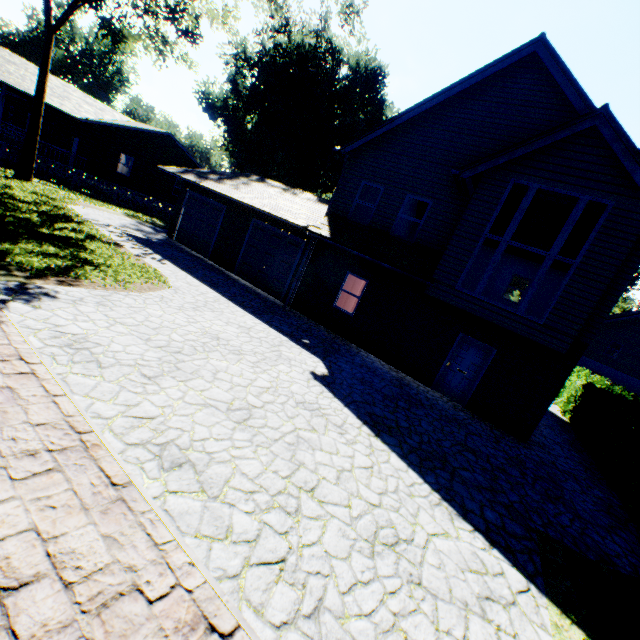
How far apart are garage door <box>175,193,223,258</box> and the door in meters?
13.0 m

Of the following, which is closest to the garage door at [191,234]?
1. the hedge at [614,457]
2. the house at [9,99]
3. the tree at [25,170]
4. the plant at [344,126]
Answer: the tree at [25,170]

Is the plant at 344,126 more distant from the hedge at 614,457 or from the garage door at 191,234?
the garage door at 191,234

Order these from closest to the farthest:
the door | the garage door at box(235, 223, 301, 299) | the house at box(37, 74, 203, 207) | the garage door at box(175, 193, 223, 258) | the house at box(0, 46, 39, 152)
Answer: the door
the garage door at box(235, 223, 301, 299)
the garage door at box(175, 193, 223, 258)
the house at box(0, 46, 39, 152)
the house at box(37, 74, 203, 207)

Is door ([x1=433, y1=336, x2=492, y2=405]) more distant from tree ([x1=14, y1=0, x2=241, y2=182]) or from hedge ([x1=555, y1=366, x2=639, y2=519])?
tree ([x1=14, y1=0, x2=241, y2=182])

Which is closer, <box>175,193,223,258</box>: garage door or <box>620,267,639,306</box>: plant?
<box>175,193,223,258</box>: garage door

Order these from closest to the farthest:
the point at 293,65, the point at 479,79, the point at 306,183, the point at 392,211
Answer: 1. the point at 479,79
2. the point at 392,211
3. the point at 293,65
4. the point at 306,183

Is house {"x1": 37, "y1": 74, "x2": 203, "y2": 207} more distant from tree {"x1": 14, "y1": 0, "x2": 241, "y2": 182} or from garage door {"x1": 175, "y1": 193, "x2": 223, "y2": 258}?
garage door {"x1": 175, "y1": 193, "x2": 223, "y2": 258}
